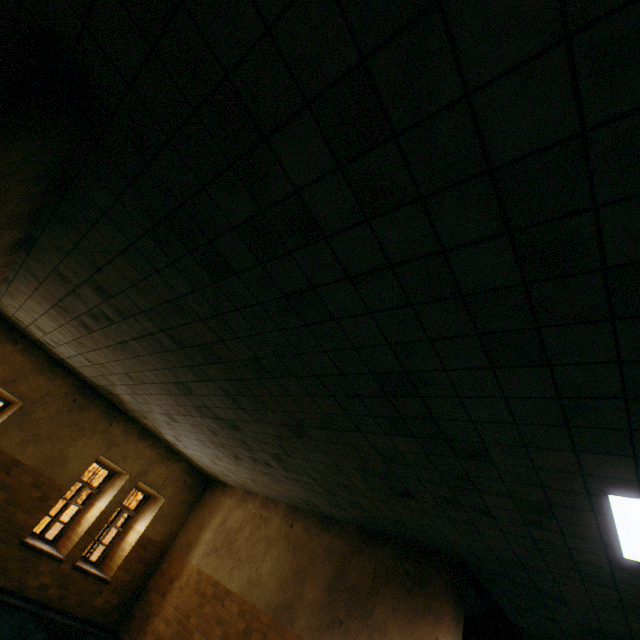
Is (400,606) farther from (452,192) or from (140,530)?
(140,530)

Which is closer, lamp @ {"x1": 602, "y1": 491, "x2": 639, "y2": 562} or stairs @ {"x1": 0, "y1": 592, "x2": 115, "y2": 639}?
lamp @ {"x1": 602, "y1": 491, "x2": 639, "y2": 562}

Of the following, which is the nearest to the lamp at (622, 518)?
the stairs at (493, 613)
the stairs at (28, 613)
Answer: the stairs at (493, 613)

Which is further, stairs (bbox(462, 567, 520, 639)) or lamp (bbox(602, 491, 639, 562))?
stairs (bbox(462, 567, 520, 639))

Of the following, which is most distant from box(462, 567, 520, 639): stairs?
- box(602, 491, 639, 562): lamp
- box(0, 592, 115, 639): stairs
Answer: box(602, 491, 639, 562): lamp

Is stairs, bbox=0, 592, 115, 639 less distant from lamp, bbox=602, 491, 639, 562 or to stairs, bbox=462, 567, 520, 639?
stairs, bbox=462, 567, 520, 639
